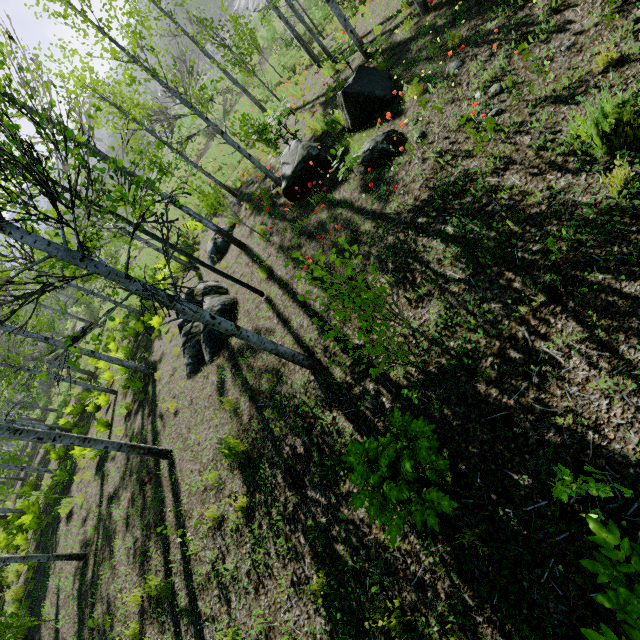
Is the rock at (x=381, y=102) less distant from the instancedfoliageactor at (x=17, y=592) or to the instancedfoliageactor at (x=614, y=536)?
the instancedfoliageactor at (x=614, y=536)

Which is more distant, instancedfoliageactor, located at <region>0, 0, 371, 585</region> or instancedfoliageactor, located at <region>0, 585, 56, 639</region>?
instancedfoliageactor, located at <region>0, 585, 56, 639</region>

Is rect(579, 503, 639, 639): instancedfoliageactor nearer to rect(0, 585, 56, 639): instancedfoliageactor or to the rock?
the rock

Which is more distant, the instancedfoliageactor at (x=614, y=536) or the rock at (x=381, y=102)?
the rock at (x=381, y=102)

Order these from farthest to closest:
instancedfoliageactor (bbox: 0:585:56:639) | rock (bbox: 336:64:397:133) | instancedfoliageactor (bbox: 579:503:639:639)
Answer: instancedfoliageactor (bbox: 0:585:56:639), rock (bbox: 336:64:397:133), instancedfoliageactor (bbox: 579:503:639:639)

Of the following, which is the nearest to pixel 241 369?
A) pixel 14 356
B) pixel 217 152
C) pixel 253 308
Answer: pixel 253 308

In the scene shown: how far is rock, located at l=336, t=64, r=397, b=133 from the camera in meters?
7.0 m

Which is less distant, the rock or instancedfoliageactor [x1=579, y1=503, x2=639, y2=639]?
instancedfoliageactor [x1=579, y1=503, x2=639, y2=639]
